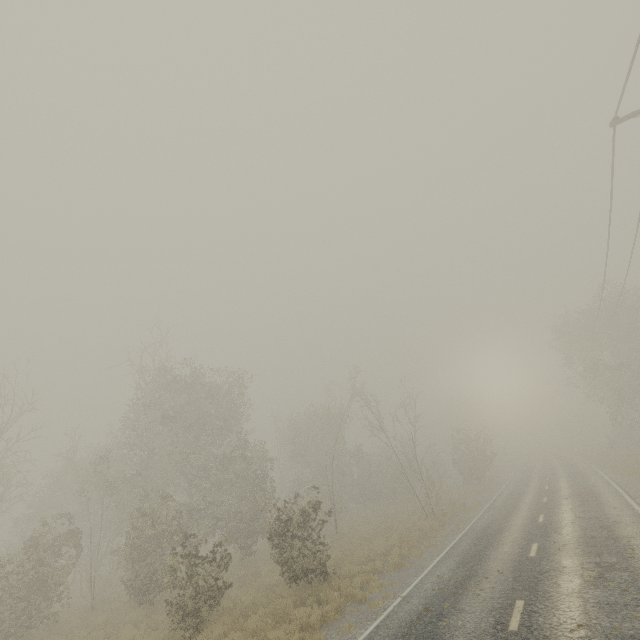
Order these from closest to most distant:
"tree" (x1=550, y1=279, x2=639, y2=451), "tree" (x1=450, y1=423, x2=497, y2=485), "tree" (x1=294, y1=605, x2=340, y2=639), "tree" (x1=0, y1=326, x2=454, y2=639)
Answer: "tree" (x1=294, y1=605, x2=340, y2=639) < "tree" (x1=0, y1=326, x2=454, y2=639) < "tree" (x1=550, y1=279, x2=639, y2=451) < "tree" (x1=450, y1=423, x2=497, y2=485)

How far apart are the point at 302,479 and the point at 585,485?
25.7 meters

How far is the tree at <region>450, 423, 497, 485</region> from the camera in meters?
33.2

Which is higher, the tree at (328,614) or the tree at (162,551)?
the tree at (162,551)

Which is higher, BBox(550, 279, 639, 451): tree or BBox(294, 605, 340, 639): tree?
BBox(550, 279, 639, 451): tree
